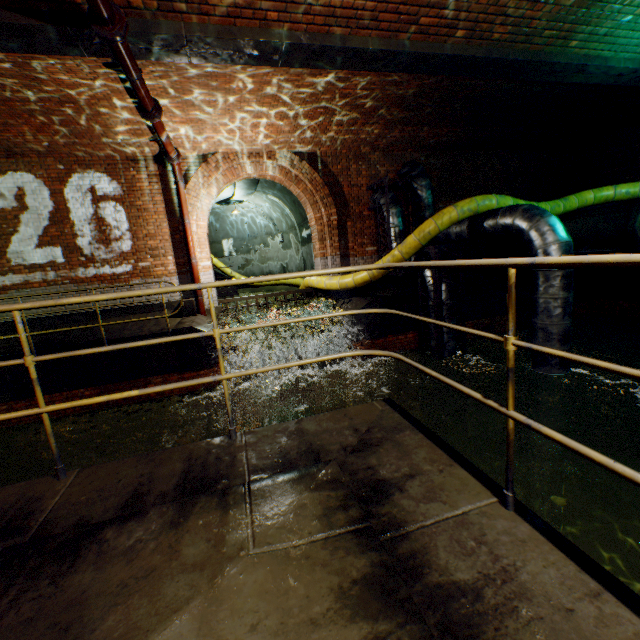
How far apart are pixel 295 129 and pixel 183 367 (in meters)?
6.41

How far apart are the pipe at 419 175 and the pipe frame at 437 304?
0.3m

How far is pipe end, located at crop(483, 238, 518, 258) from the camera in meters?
11.2 m

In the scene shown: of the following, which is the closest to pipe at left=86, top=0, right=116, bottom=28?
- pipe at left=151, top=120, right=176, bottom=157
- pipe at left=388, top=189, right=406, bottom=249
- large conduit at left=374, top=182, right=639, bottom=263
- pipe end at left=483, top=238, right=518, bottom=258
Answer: pipe at left=151, top=120, right=176, bottom=157

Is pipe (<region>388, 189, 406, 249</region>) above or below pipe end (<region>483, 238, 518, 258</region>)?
above

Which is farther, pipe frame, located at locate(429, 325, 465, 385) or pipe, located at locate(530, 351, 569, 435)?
Answer: pipe frame, located at locate(429, 325, 465, 385)

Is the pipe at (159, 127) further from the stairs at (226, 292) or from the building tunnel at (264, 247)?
the stairs at (226, 292)

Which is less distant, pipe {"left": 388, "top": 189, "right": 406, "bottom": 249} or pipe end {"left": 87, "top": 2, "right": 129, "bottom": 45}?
pipe end {"left": 87, "top": 2, "right": 129, "bottom": 45}
